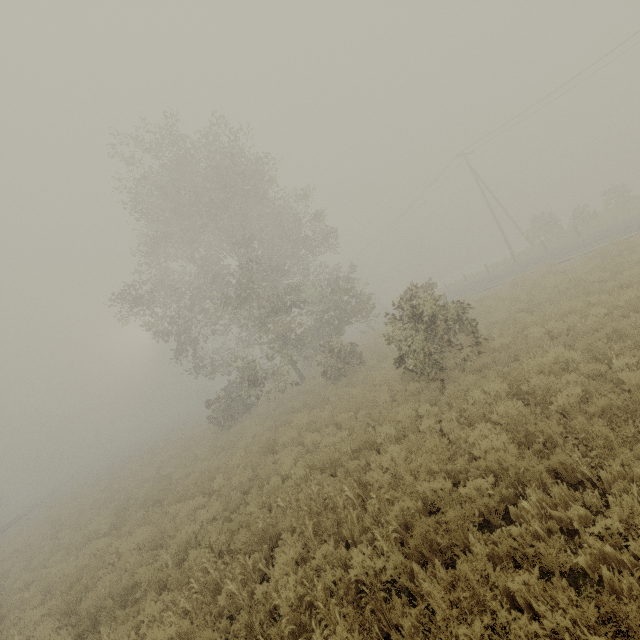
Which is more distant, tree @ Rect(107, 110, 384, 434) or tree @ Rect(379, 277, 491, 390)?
tree @ Rect(107, 110, 384, 434)

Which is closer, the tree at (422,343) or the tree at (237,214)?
the tree at (422,343)

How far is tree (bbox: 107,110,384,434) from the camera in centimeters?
1822cm

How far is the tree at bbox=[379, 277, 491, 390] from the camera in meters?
10.4

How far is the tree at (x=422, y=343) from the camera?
10.4 meters

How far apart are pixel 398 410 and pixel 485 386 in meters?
2.6
